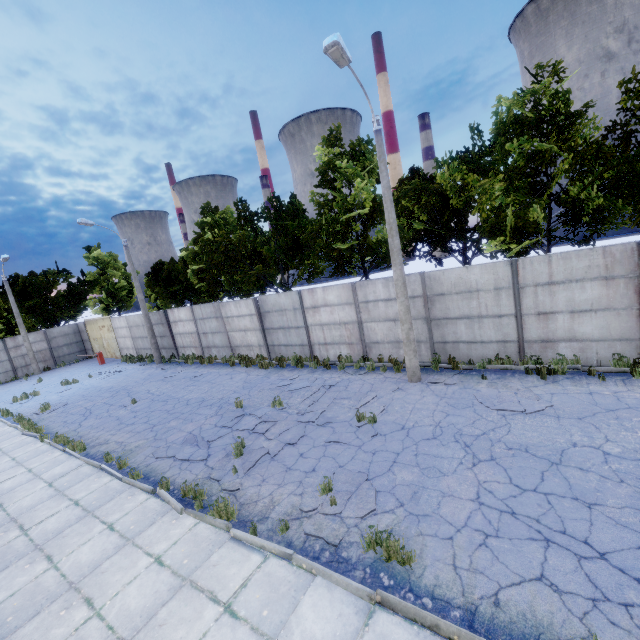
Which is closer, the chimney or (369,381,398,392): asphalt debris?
(369,381,398,392): asphalt debris

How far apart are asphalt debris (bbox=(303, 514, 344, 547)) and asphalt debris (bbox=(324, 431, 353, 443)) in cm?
107

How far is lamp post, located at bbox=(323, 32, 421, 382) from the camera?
8.3 meters

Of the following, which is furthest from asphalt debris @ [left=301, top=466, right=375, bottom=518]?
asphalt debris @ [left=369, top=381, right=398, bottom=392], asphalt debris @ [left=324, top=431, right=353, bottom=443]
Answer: Result: asphalt debris @ [left=369, top=381, right=398, bottom=392]

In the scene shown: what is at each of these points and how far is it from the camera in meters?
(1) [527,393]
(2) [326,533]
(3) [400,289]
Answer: (1) asphalt debris, 9.2
(2) asphalt debris, 5.7
(3) lamp post, 11.0

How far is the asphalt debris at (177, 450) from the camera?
9.20m

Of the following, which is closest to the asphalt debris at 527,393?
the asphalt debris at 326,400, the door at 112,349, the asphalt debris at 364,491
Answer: the asphalt debris at 326,400

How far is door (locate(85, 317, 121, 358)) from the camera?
28.6 meters
